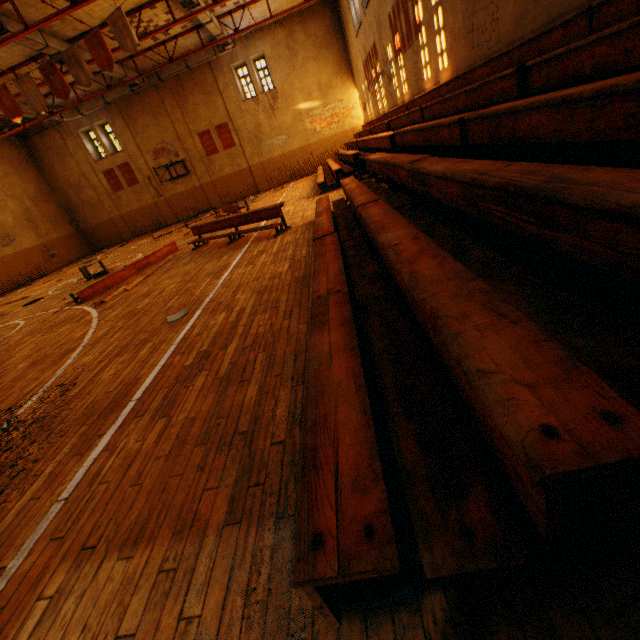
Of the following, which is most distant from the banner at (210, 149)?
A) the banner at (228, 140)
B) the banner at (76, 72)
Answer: the banner at (76, 72)

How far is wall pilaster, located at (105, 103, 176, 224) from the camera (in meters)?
22.34

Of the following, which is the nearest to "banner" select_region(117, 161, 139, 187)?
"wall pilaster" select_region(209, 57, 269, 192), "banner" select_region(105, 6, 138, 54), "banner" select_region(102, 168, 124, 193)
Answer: "banner" select_region(102, 168, 124, 193)

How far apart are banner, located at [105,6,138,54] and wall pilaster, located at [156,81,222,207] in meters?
12.2

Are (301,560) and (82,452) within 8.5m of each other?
yes

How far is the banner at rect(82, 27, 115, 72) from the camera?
11.18m

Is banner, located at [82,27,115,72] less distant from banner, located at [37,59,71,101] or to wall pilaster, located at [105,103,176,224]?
banner, located at [37,59,71,101]

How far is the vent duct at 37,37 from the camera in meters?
12.1 m
